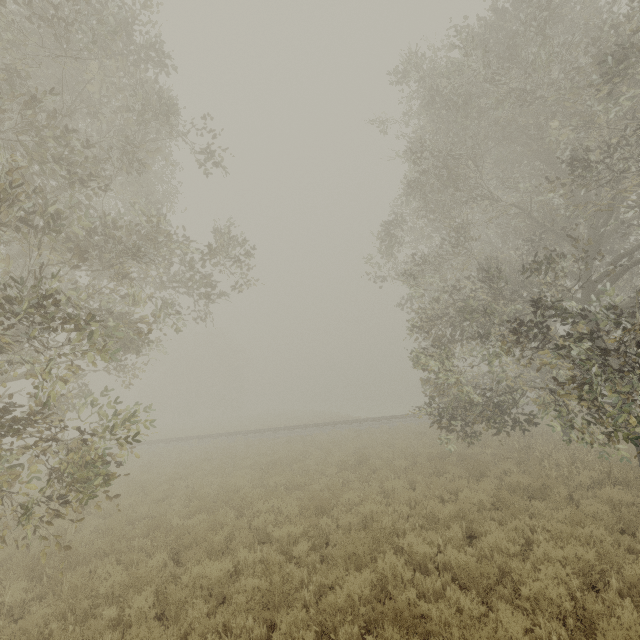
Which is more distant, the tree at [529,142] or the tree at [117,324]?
the tree at [529,142]

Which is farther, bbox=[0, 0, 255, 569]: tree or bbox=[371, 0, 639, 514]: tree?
bbox=[371, 0, 639, 514]: tree

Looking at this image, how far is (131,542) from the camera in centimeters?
824cm
